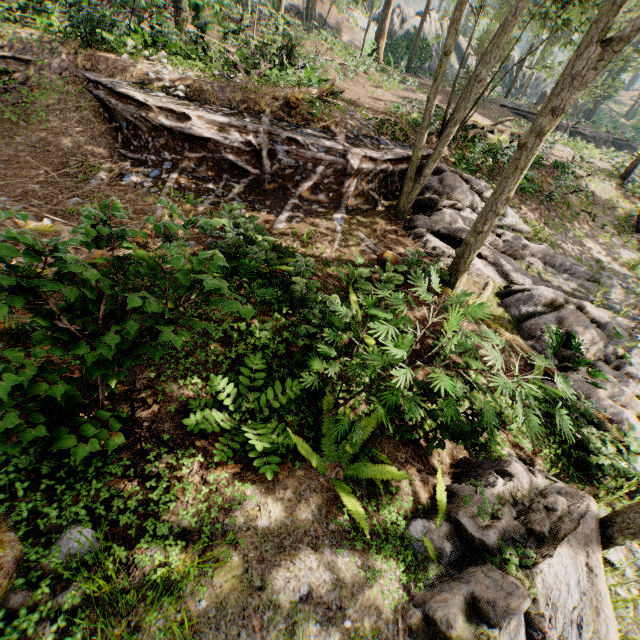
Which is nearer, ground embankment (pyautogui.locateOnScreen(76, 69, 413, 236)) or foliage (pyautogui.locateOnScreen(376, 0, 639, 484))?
foliage (pyautogui.locateOnScreen(376, 0, 639, 484))

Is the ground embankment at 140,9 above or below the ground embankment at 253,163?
above

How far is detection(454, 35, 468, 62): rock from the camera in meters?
47.8 m

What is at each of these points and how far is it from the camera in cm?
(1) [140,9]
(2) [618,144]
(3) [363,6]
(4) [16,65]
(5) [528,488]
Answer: (1) ground embankment, 1884
(2) ground embankment, 4044
(3) foliage, 4303
(4) ground embankment, 1016
(5) rock, 489

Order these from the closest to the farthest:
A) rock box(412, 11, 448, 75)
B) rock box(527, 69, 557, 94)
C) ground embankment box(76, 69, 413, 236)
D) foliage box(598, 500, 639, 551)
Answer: foliage box(598, 500, 639, 551) → ground embankment box(76, 69, 413, 236) → rock box(412, 11, 448, 75) → rock box(527, 69, 557, 94)

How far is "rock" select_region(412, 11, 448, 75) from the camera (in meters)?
33.56

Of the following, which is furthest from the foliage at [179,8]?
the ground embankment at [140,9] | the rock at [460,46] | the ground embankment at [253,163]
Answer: the ground embankment at [140,9]

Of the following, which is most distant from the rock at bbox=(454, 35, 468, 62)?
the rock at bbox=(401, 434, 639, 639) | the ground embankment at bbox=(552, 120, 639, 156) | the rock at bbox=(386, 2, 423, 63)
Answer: the rock at bbox=(401, 434, 639, 639)
